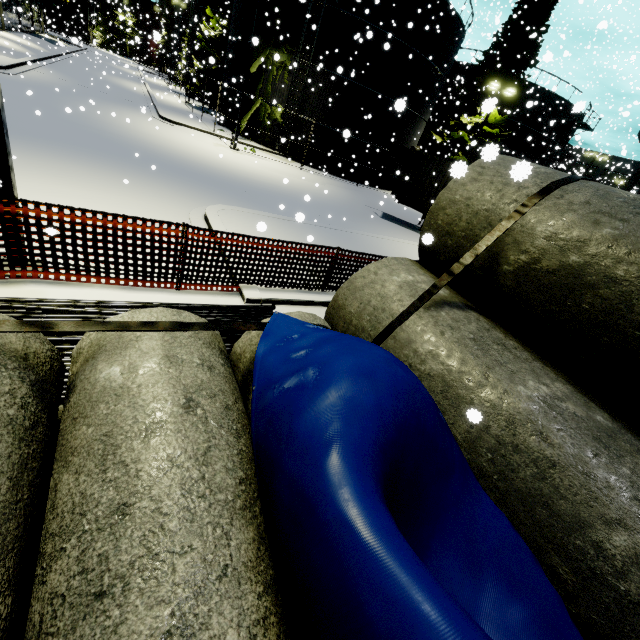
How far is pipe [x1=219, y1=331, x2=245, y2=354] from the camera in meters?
4.8

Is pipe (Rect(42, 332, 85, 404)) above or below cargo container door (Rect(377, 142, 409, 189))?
below

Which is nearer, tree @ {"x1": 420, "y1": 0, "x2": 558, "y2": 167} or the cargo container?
the cargo container

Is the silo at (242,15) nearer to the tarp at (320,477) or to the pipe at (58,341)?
the tarp at (320,477)

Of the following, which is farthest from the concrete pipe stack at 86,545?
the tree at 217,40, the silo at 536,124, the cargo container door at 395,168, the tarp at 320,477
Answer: the silo at 536,124

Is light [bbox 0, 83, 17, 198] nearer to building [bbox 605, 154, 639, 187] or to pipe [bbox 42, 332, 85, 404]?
pipe [bbox 42, 332, 85, 404]

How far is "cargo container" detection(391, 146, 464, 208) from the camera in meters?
16.2 m

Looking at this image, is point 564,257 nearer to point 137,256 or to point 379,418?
point 379,418
